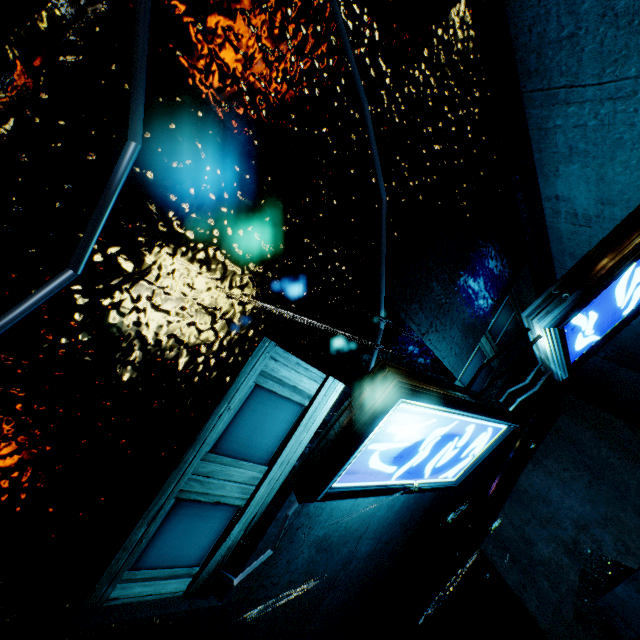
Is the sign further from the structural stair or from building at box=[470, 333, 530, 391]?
the structural stair

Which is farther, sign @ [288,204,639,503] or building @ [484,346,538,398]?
building @ [484,346,538,398]

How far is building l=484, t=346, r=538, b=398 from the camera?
5.1m

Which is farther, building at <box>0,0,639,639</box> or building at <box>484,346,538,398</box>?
building at <box>484,346,538,398</box>

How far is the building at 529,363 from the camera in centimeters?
509cm

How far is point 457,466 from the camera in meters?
3.5 m

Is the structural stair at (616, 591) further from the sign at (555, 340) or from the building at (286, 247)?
the sign at (555, 340)
